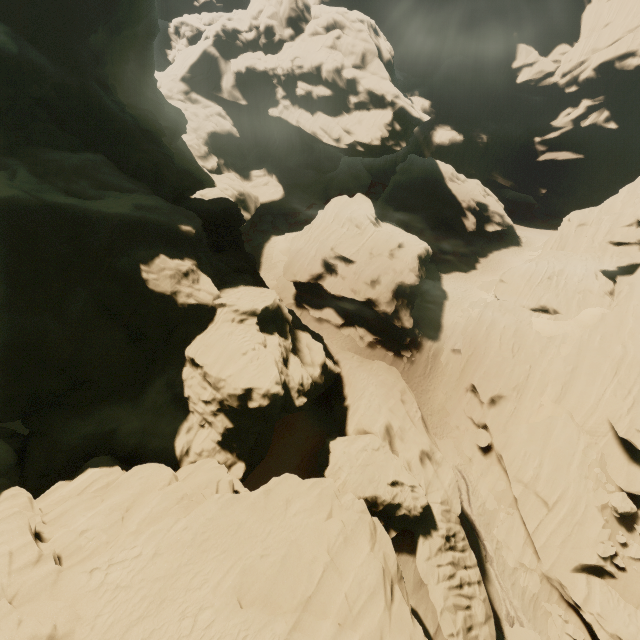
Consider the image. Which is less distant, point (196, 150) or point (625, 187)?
point (196, 150)

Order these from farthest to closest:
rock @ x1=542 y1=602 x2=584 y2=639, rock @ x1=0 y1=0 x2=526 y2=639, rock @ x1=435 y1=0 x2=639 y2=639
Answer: rock @ x1=435 y1=0 x2=639 y2=639, rock @ x1=542 y1=602 x2=584 y2=639, rock @ x1=0 y1=0 x2=526 y2=639

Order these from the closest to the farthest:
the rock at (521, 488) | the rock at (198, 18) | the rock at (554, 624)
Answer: the rock at (198, 18)
the rock at (554, 624)
the rock at (521, 488)

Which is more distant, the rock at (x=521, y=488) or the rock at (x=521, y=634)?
the rock at (x=521, y=488)

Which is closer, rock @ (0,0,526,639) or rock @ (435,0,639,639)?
rock @ (0,0,526,639)
